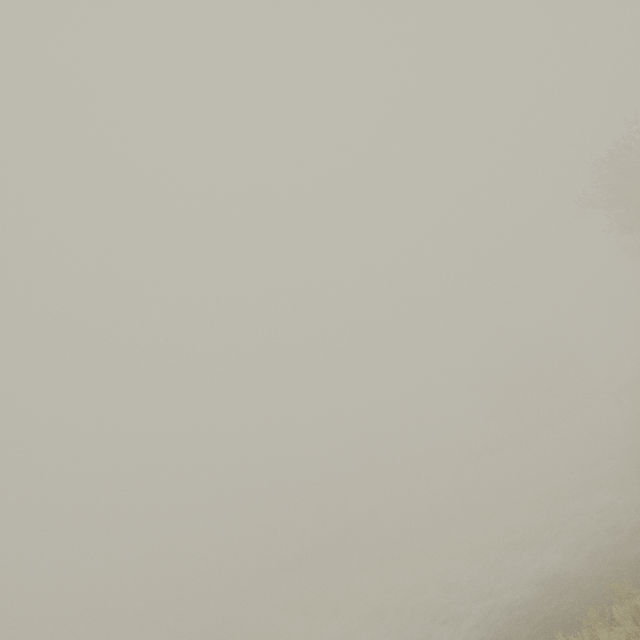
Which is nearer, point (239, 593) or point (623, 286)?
point (239, 593)
